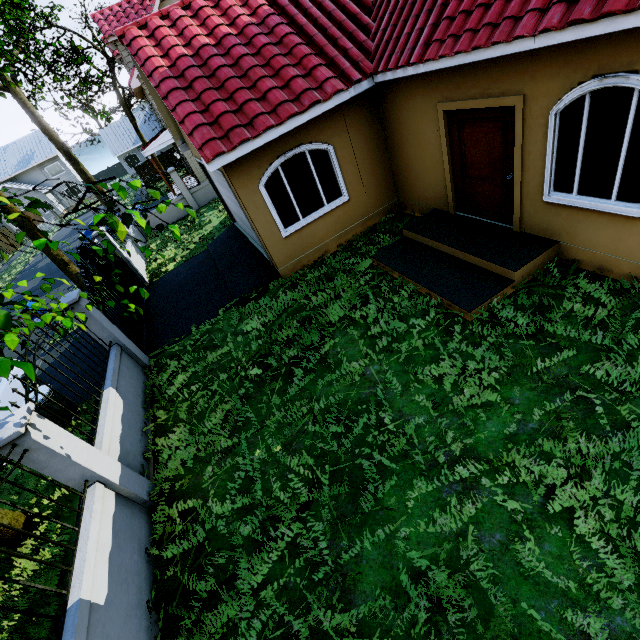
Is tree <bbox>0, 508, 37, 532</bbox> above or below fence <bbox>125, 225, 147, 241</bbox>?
below

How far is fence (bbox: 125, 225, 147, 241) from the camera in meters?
14.9

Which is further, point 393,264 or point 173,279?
point 173,279

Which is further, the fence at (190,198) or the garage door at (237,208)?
the fence at (190,198)

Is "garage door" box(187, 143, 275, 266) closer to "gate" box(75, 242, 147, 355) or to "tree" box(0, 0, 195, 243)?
"tree" box(0, 0, 195, 243)

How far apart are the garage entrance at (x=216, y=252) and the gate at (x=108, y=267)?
2.68m

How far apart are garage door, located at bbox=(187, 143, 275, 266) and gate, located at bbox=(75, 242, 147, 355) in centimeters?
398cm

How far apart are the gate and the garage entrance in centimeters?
268cm
